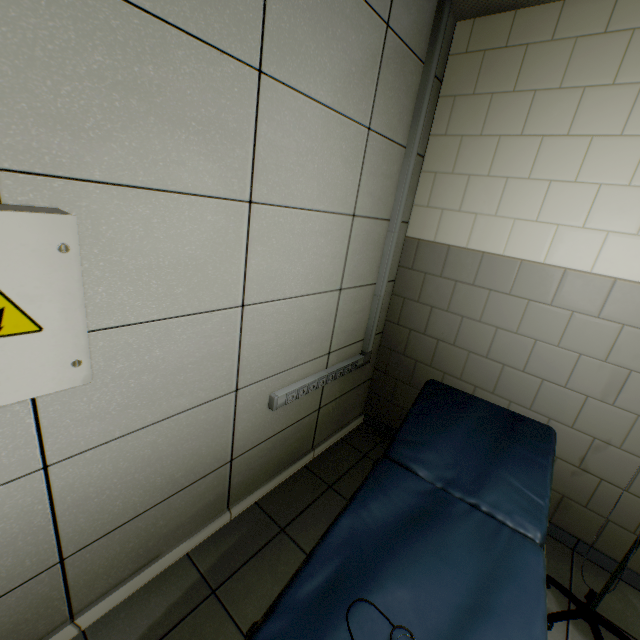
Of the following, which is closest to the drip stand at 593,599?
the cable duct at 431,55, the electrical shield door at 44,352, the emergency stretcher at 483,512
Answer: the emergency stretcher at 483,512

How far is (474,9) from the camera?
2.0 meters

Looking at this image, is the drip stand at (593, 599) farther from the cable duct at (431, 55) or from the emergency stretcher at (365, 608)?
the cable duct at (431, 55)

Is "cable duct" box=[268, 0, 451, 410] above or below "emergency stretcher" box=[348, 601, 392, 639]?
above

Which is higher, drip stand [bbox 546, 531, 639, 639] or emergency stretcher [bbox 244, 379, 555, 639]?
emergency stretcher [bbox 244, 379, 555, 639]

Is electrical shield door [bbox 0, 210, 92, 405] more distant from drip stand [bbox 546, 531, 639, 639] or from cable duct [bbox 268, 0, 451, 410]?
drip stand [bbox 546, 531, 639, 639]

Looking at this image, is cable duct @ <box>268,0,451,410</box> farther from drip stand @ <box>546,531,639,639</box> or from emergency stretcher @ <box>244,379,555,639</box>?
drip stand @ <box>546,531,639,639</box>

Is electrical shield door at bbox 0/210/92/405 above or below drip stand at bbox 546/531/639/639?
above
